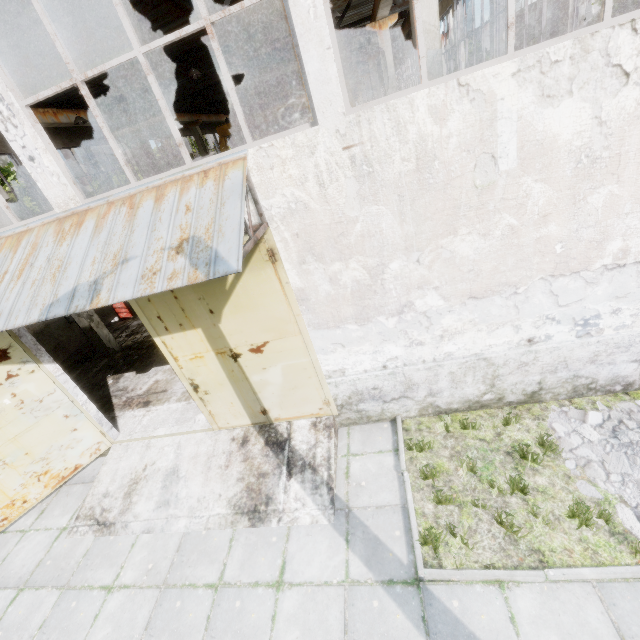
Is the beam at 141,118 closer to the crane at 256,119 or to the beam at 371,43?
the crane at 256,119

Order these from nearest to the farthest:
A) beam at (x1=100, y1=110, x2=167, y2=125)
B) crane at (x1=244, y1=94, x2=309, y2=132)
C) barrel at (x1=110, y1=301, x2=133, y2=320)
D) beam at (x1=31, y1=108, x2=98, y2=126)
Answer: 1. beam at (x1=31, y1=108, x2=98, y2=126)
2. beam at (x1=100, y1=110, x2=167, y2=125)
3. barrel at (x1=110, y1=301, x2=133, y2=320)
4. crane at (x1=244, y1=94, x2=309, y2=132)

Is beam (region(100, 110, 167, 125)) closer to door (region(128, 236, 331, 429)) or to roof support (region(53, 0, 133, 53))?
roof support (region(53, 0, 133, 53))

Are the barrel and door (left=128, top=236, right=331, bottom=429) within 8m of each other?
no

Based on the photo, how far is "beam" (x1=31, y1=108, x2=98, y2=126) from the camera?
11.16m

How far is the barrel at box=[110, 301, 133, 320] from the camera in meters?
15.0

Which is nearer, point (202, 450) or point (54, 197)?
point (54, 197)

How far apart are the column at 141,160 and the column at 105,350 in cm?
747
